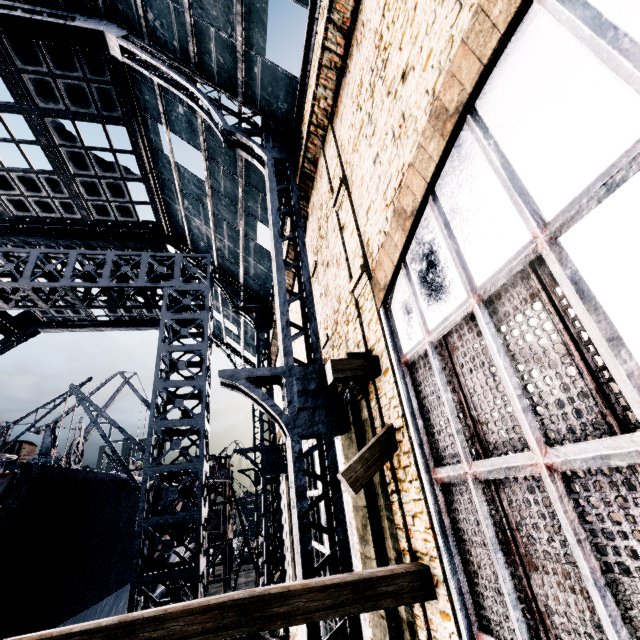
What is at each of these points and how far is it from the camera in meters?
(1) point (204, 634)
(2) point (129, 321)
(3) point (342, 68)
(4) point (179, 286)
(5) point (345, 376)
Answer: (1) pulley, 3.9 m
(2) building, 31.6 m
(3) building, 8.2 m
(4) truss, 12.0 m
(5) pulley, 6.0 m

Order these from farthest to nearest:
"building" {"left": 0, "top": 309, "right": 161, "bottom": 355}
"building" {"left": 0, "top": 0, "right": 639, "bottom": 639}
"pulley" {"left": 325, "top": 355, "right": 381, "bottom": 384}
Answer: "building" {"left": 0, "top": 309, "right": 161, "bottom": 355}, "pulley" {"left": 325, "top": 355, "right": 381, "bottom": 384}, "building" {"left": 0, "top": 0, "right": 639, "bottom": 639}

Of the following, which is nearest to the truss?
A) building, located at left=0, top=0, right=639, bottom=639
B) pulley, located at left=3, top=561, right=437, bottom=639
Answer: building, located at left=0, top=0, right=639, bottom=639

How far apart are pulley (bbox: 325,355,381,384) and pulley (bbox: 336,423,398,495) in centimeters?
90cm

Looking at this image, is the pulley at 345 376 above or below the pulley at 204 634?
above

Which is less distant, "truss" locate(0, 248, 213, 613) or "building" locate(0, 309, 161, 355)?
"truss" locate(0, 248, 213, 613)

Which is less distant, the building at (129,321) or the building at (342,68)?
the building at (342,68)

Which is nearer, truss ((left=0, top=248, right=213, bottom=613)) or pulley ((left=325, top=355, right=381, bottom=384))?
pulley ((left=325, top=355, right=381, bottom=384))
